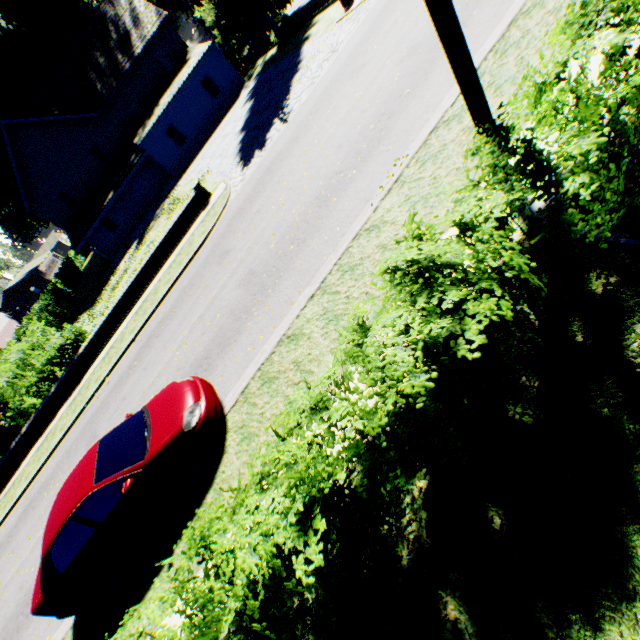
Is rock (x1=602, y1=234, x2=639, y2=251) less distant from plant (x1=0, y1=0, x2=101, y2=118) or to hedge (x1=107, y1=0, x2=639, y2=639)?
hedge (x1=107, y1=0, x2=639, y2=639)

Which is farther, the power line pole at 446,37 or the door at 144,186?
the door at 144,186

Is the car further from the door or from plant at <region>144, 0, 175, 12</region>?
the door

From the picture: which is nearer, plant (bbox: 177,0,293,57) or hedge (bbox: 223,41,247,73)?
plant (bbox: 177,0,293,57)

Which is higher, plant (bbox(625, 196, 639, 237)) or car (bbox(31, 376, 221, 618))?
car (bbox(31, 376, 221, 618))

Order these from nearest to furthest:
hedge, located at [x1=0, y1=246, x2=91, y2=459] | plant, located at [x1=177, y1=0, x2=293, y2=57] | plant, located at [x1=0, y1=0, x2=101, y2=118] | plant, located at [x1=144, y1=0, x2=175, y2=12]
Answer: hedge, located at [x1=0, y1=246, x2=91, y2=459] < plant, located at [x1=177, y1=0, x2=293, y2=57] < plant, located at [x1=0, y1=0, x2=101, y2=118] < plant, located at [x1=144, y1=0, x2=175, y2=12]

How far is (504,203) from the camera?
2.8 meters

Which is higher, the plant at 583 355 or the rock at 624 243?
the rock at 624 243
